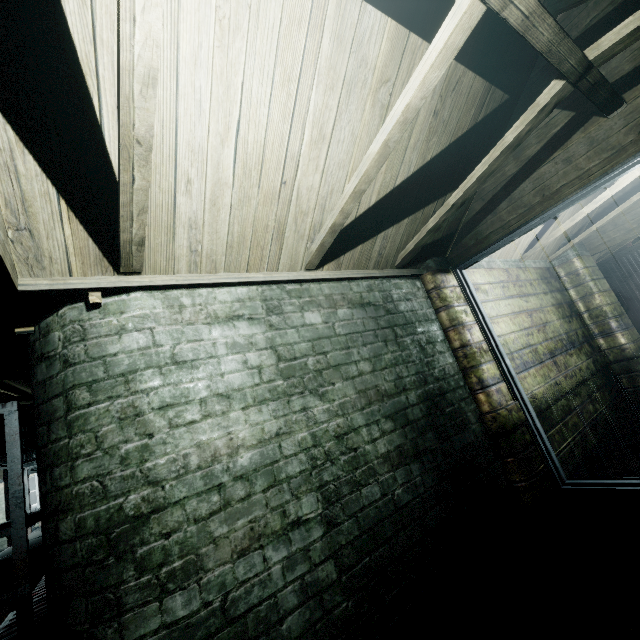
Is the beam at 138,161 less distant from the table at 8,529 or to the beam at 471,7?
the beam at 471,7

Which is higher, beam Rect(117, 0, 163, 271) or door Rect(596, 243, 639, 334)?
beam Rect(117, 0, 163, 271)

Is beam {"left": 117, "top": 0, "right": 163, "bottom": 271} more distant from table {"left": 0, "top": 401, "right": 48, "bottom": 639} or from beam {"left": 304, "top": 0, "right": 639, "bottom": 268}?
table {"left": 0, "top": 401, "right": 48, "bottom": 639}

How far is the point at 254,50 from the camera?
1.4 meters

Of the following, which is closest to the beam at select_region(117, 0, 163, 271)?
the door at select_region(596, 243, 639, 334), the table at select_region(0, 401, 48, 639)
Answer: the table at select_region(0, 401, 48, 639)

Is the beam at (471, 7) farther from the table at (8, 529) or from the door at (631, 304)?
the door at (631, 304)

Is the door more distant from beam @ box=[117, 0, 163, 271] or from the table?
the table
